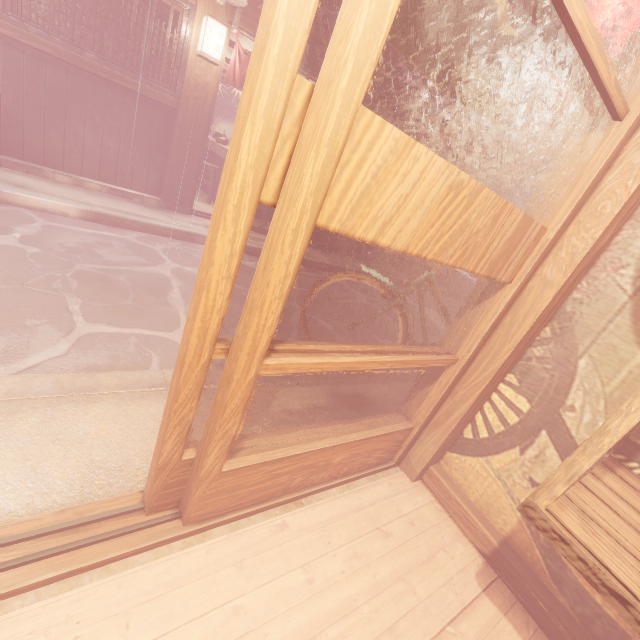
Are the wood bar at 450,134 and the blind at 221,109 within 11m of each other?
no

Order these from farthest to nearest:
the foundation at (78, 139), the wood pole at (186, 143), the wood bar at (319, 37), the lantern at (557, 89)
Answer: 1. the wood bar at (319, 37)
2. the wood pole at (186, 143)
3. the foundation at (78, 139)
4. the lantern at (557, 89)

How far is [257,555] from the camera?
2.52m

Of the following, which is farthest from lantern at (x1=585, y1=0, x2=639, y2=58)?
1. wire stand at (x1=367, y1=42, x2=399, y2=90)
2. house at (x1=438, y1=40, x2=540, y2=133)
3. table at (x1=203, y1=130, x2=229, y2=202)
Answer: house at (x1=438, y1=40, x2=540, y2=133)

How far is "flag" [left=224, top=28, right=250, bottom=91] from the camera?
8.3m

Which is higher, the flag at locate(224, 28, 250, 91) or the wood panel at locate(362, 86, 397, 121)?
the wood panel at locate(362, 86, 397, 121)

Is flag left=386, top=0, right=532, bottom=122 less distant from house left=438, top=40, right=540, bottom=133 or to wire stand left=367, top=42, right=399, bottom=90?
wire stand left=367, top=42, right=399, bottom=90

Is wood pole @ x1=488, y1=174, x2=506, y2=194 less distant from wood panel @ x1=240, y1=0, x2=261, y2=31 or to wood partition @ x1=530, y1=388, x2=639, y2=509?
wood panel @ x1=240, y1=0, x2=261, y2=31
